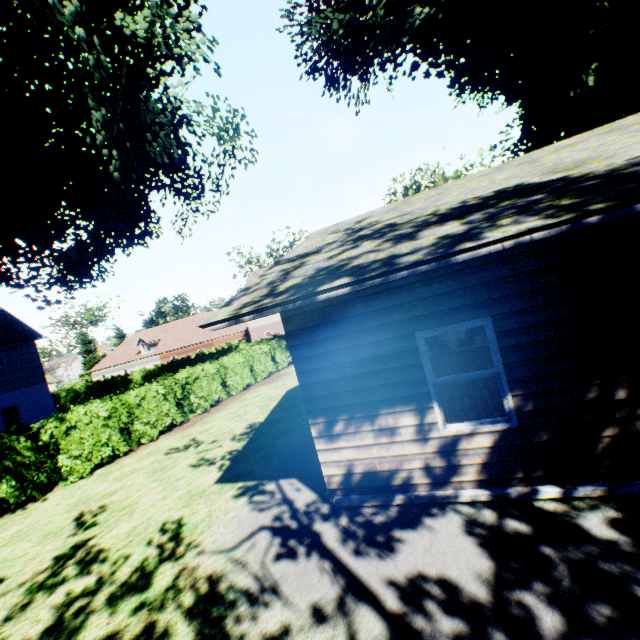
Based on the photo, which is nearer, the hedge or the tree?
the hedge

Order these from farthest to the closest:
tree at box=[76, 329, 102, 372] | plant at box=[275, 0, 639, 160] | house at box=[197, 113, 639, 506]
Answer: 1. tree at box=[76, 329, 102, 372]
2. plant at box=[275, 0, 639, 160]
3. house at box=[197, 113, 639, 506]

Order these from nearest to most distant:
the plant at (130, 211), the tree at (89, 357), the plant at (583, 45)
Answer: the plant at (130, 211) < the plant at (583, 45) < the tree at (89, 357)

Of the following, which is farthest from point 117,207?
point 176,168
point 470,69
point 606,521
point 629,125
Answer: point 470,69

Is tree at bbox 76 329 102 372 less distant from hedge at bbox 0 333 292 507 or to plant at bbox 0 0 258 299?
hedge at bbox 0 333 292 507

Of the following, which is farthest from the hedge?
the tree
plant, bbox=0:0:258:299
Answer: plant, bbox=0:0:258:299

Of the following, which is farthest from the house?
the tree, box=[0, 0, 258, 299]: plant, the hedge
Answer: the tree

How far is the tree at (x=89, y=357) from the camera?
54.0m
